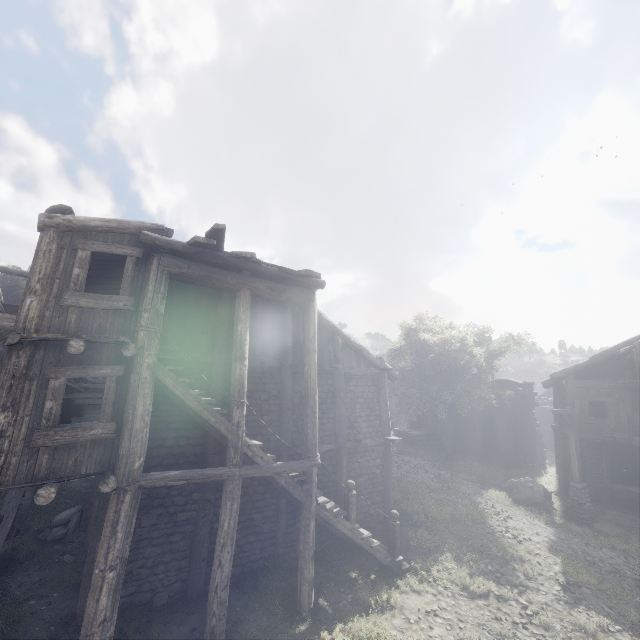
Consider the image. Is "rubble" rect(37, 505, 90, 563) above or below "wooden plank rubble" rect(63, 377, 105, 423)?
below

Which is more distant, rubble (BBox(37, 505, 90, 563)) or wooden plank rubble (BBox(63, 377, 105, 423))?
wooden plank rubble (BBox(63, 377, 105, 423))

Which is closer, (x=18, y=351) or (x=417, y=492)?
(x=18, y=351)

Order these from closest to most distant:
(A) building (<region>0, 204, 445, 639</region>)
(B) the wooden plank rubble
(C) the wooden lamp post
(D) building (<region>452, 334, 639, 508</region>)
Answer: (A) building (<region>0, 204, 445, 639</region>) < (B) the wooden plank rubble < (C) the wooden lamp post < (D) building (<region>452, 334, 639, 508</region>)

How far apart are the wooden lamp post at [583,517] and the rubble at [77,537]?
19.4 meters

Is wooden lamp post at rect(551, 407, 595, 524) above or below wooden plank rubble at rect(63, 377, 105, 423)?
below

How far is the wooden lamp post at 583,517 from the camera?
15.15m

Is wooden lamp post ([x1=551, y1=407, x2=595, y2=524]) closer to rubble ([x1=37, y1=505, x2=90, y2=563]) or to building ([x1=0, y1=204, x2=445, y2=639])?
building ([x1=0, y1=204, x2=445, y2=639])
